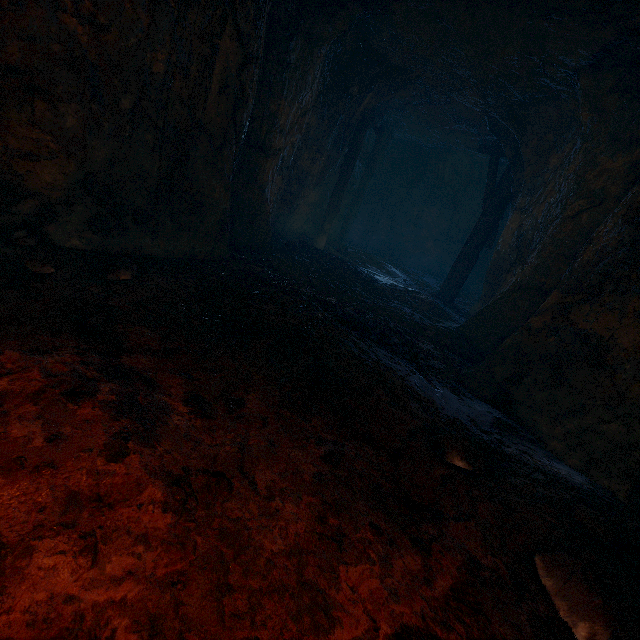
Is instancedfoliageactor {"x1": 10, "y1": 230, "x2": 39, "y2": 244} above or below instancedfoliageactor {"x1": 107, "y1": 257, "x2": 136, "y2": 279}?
above

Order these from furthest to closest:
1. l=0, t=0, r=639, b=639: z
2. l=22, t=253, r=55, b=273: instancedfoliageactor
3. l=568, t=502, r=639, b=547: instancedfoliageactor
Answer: l=22, t=253, r=55, b=273: instancedfoliageactor, l=568, t=502, r=639, b=547: instancedfoliageactor, l=0, t=0, r=639, b=639: z

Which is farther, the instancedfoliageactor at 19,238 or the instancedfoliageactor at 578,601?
the instancedfoliageactor at 19,238

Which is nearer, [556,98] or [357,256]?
[556,98]

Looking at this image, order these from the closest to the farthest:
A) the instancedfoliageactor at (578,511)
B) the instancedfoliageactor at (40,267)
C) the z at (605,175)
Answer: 1. the z at (605,175)
2. the instancedfoliageactor at (578,511)
3. the instancedfoliageactor at (40,267)

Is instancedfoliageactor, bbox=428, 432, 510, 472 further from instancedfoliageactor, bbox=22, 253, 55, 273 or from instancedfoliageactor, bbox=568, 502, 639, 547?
instancedfoliageactor, bbox=22, 253, 55, 273

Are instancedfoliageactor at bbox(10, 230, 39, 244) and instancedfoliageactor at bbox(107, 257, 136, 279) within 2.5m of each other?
yes

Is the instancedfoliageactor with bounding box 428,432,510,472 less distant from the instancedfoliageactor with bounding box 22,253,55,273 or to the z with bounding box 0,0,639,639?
the z with bounding box 0,0,639,639
